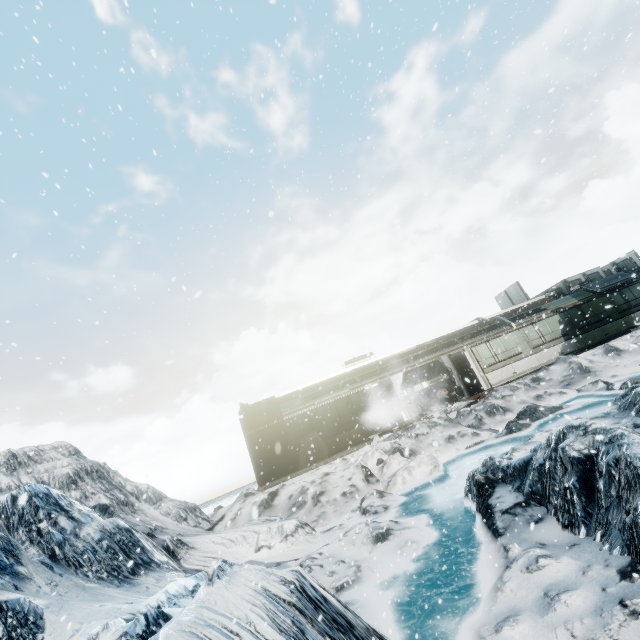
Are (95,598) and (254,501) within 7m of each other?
no
